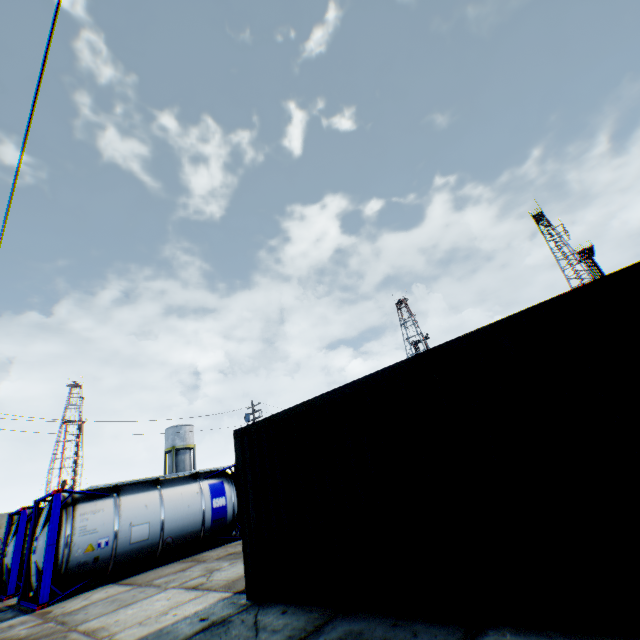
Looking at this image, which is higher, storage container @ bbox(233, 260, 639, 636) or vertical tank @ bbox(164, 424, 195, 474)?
vertical tank @ bbox(164, 424, 195, 474)

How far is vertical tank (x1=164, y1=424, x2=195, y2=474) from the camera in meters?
45.9 m

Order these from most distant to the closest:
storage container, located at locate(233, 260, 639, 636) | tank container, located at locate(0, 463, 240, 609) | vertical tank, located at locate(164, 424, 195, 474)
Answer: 1. vertical tank, located at locate(164, 424, 195, 474)
2. tank container, located at locate(0, 463, 240, 609)
3. storage container, located at locate(233, 260, 639, 636)

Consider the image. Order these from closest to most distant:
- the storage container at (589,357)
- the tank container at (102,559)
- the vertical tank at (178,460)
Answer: the storage container at (589,357) → the tank container at (102,559) → the vertical tank at (178,460)

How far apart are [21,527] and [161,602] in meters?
10.4 m

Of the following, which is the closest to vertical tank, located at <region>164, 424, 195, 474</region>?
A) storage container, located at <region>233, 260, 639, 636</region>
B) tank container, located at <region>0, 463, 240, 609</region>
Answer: tank container, located at <region>0, 463, 240, 609</region>

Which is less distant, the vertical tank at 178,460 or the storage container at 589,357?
the storage container at 589,357

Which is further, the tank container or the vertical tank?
the vertical tank
